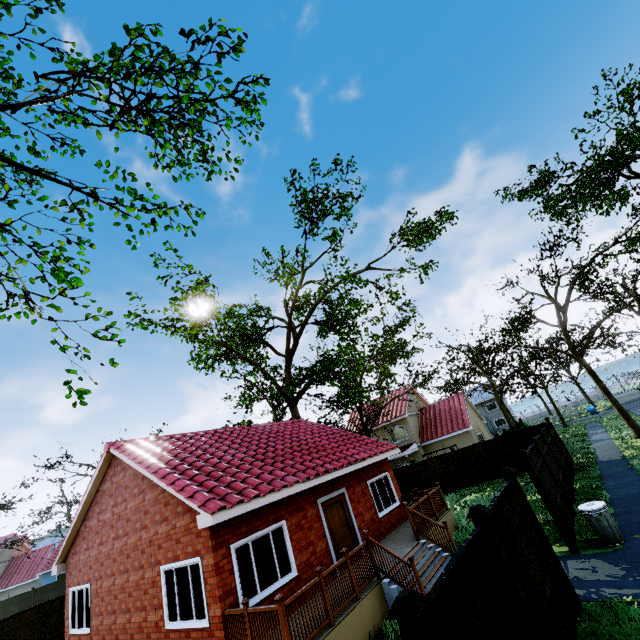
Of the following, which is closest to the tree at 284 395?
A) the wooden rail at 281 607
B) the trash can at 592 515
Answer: the trash can at 592 515

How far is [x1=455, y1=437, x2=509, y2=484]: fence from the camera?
20.0 meters

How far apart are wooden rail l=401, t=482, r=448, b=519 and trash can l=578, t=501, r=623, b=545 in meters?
4.9

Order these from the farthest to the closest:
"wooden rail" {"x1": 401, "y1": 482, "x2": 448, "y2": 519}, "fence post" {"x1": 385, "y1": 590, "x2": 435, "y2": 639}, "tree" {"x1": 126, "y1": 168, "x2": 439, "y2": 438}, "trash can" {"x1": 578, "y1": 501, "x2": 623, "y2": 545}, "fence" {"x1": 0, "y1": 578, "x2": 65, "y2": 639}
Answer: "tree" {"x1": 126, "y1": 168, "x2": 439, "y2": 438} < "fence" {"x1": 0, "y1": 578, "x2": 65, "y2": 639} < "wooden rail" {"x1": 401, "y1": 482, "x2": 448, "y2": 519} < "trash can" {"x1": 578, "y1": 501, "x2": 623, "y2": 545} < "fence post" {"x1": 385, "y1": 590, "x2": 435, "y2": 639}

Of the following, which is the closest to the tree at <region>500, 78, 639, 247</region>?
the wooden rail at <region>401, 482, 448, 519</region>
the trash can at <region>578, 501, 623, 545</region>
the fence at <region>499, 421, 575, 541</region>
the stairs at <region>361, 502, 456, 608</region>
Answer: the fence at <region>499, 421, 575, 541</region>

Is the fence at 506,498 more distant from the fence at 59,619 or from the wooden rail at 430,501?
the wooden rail at 430,501

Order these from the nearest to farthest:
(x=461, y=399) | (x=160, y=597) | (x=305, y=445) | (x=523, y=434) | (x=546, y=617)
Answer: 1. (x=546, y=617)
2. (x=160, y=597)
3. (x=305, y=445)
4. (x=523, y=434)
5. (x=461, y=399)

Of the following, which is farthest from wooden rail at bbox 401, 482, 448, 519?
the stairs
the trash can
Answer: the trash can
